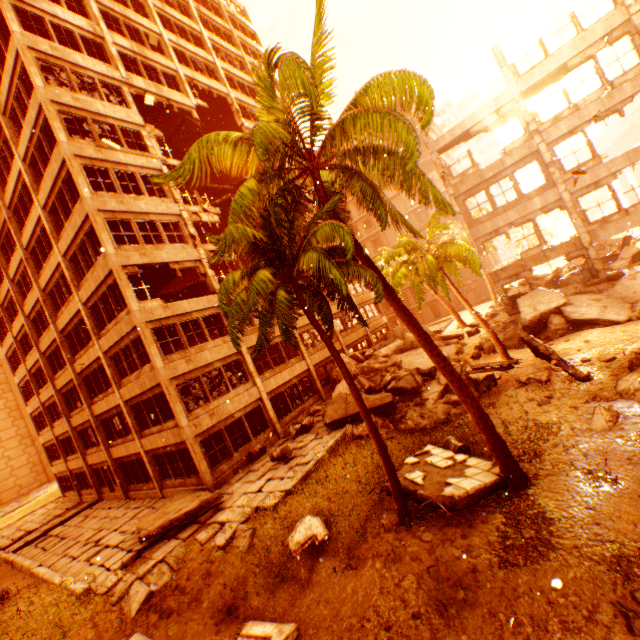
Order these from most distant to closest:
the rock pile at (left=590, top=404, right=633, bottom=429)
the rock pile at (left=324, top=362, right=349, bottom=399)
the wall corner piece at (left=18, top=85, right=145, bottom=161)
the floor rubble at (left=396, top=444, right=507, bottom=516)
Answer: the rock pile at (left=324, top=362, right=349, bottom=399) < the wall corner piece at (left=18, top=85, right=145, bottom=161) < the rock pile at (left=590, top=404, right=633, bottom=429) < the floor rubble at (left=396, top=444, right=507, bottom=516)

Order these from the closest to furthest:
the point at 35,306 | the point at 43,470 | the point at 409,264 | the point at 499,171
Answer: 1. the point at 409,264
2. the point at 499,171
3. the point at 35,306
4. the point at 43,470

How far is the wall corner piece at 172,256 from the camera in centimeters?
1566cm

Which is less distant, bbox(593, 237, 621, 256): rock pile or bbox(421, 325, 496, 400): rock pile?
bbox(421, 325, 496, 400): rock pile

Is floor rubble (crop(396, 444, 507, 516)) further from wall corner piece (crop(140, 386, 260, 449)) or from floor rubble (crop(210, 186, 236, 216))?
floor rubble (crop(210, 186, 236, 216))

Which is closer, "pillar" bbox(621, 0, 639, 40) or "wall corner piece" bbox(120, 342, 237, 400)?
"pillar" bbox(621, 0, 639, 40)

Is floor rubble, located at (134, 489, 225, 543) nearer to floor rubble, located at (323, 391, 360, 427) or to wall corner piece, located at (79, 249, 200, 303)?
floor rubble, located at (323, 391, 360, 427)

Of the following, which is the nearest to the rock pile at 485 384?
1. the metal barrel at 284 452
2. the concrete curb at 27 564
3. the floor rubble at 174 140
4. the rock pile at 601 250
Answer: the metal barrel at 284 452
